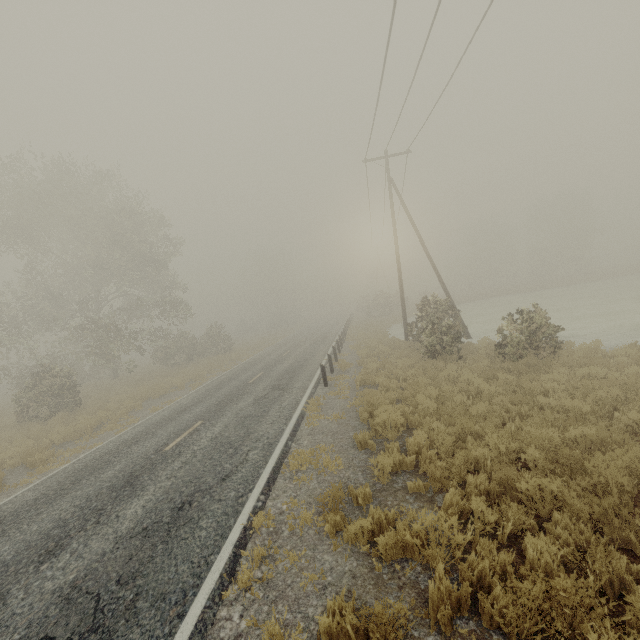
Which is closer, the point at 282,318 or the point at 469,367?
the point at 469,367

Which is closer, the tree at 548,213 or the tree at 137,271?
the tree at 137,271

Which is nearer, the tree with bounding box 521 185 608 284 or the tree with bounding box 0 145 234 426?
the tree with bounding box 0 145 234 426

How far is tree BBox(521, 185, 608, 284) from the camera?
49.8m

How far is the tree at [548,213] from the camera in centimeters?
4978cm
